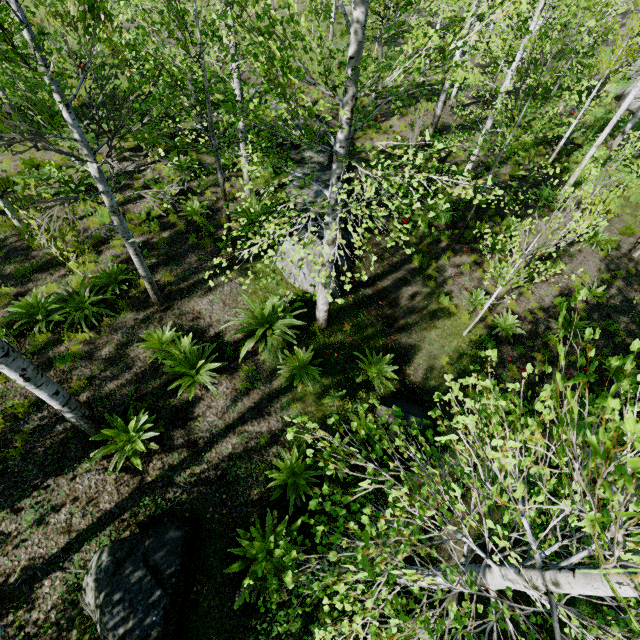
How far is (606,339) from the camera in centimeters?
984cm

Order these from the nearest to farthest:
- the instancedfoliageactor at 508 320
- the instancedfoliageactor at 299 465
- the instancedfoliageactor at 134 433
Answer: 1. the instancedfoliageactor at 299 465
2. the instancedfoliageactor at 134 433
3. the instancedfoliageactor at 508 320

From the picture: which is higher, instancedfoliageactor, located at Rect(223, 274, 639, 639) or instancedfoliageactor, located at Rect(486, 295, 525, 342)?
instancedfoliageactor, located at Rect(223, 274, 639, 639)

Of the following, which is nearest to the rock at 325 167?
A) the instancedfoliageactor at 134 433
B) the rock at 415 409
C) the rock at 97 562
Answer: the instancedfoliageactor at 134 433

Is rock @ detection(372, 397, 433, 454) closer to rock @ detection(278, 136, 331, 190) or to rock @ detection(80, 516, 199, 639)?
rock @ detection(278, 136, 331, 190)

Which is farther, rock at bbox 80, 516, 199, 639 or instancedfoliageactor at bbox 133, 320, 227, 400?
instancedfoliageactor at bbox 133, 320, 227, 400

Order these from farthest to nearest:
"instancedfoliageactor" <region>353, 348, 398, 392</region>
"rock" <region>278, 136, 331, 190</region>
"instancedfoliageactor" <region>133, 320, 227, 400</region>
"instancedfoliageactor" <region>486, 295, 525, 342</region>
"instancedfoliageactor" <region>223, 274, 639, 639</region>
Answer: "rock" <region>278, 136, 331, 190</region>, "instancedfoliageactor" <region>486, 295, 525, 342</region>, "instancedfoliageactor" <region>353, 348, 398, 392</region>, "instancedfoliageactor" <region>133, 320, 227, 400</region>, "instancedfoliageactor" <region>223, 274, 639, 639</region>
